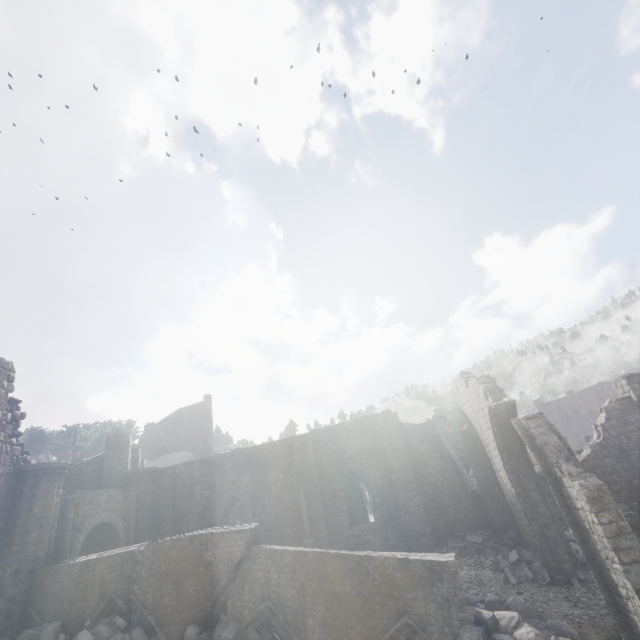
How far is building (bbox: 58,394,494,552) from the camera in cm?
1762

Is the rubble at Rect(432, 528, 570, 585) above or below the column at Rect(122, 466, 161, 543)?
below

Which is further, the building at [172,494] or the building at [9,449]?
the building at [172,494]

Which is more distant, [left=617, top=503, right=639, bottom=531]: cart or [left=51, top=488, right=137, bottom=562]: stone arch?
[left=51, top=488, right=137, bottom=562]: stone arch

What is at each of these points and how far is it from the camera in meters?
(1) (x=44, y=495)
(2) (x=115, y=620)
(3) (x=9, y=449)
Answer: (1) column, 14.1 m
(2) rubble, 10.6 m
(3) building, 13.8 m

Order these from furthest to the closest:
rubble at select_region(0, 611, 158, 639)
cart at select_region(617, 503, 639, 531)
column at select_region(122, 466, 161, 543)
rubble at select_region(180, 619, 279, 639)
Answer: column at select_region(122, 466, 161, 543) < cart at select_region(617, 503, 639, 531) < rubble at select_region(0, 611, 158, 639) < rubble at select_region(180, 619, 279, 639)

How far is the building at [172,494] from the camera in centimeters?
1762cm

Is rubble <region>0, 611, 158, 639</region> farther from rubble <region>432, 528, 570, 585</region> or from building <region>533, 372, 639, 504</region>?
rubble <region>432, 528, 570, 585</region>
